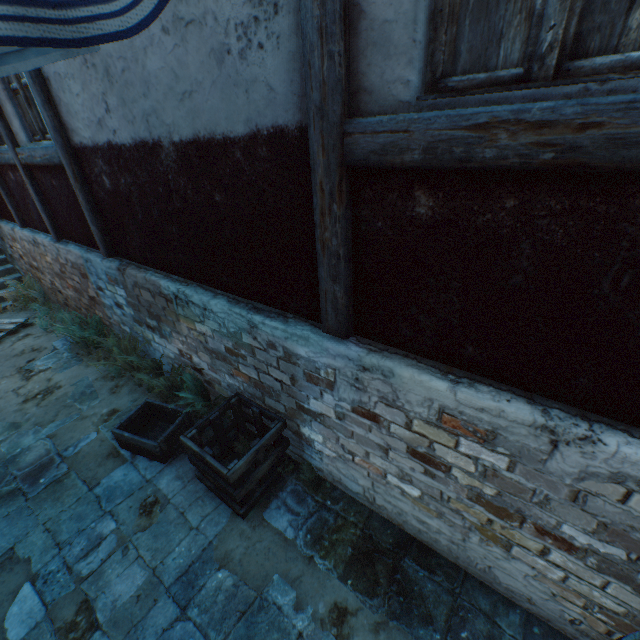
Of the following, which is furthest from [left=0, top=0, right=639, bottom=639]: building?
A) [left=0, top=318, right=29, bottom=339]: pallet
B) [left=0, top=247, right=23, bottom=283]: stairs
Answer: [left=0, top=318, right=29, bottom=339]: pallet

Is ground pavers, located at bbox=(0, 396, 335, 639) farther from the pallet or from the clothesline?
the clothesline

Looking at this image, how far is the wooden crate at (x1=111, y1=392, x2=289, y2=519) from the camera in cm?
317

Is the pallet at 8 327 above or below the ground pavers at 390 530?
above

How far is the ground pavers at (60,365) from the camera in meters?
5.8 m

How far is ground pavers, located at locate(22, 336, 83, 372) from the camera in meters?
Answer: 5.8

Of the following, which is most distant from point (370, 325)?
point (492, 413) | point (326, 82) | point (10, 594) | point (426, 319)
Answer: point (10, 594)

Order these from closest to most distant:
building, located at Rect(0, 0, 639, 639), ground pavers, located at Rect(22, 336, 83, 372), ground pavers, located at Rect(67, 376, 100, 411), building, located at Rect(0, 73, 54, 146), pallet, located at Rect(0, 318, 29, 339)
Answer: building, located at Rect(0, 0, 639, 639) → building, located at Rect(0, 73, 54, 146) → ground pavers, located at Rect(67, 376, 100, 411) → ground pavers, located at Rect(22, 336, 83, 372) → pallet, located at Rect(0, 318, 29, 339)
